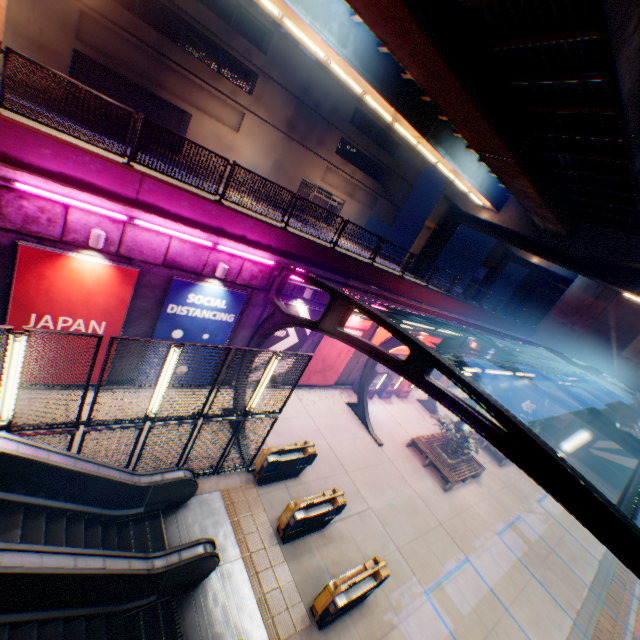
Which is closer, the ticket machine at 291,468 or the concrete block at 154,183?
the concrete block at 154,183

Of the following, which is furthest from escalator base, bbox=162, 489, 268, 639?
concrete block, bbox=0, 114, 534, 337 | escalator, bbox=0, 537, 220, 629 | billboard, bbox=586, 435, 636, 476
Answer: billboard, bbox=586, 435, 636, 476

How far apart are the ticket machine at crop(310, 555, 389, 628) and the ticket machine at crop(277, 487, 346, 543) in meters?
1.5 m

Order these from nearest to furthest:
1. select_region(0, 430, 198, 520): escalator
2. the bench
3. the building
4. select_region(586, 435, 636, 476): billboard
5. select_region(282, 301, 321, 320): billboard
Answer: select_region(0, 430, 198, 520): escalator < select_region(282, 301, 321, 320): billboard < the bench < the building < select_region(586, 435, 636, 476): billboard

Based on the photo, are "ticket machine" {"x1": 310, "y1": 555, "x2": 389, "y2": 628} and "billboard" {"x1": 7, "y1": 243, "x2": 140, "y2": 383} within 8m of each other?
no

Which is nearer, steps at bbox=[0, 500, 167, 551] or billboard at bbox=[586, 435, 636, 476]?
steps at bbox=[0, 500, 167, 551]

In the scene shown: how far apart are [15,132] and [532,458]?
11.6m

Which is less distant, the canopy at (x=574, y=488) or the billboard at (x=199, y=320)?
the canopy at (x=574, y=488)
